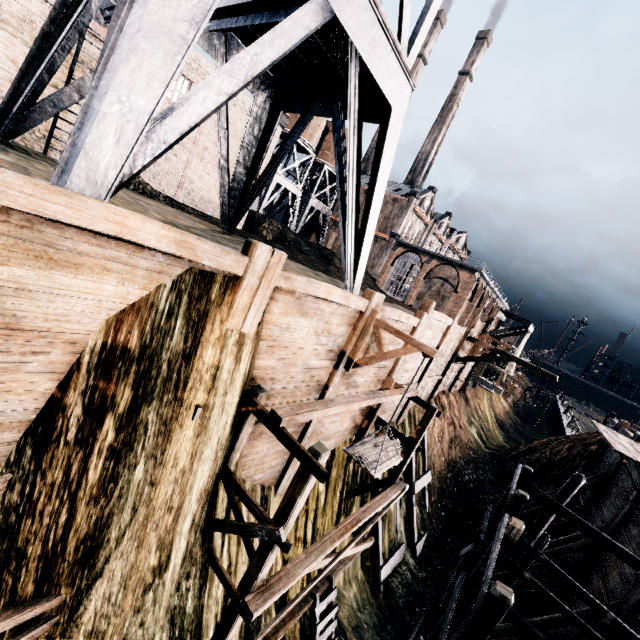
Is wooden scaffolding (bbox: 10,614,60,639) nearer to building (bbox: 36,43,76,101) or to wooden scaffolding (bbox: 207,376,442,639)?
wooden scaffolding (bbox: 207,376,442,639)

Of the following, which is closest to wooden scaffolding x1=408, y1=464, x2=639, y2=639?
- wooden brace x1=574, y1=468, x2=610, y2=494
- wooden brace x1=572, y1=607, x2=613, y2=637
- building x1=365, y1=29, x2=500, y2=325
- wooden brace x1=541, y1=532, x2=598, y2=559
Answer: wooden brace x1=572, y1=607, x2=613, y2=637

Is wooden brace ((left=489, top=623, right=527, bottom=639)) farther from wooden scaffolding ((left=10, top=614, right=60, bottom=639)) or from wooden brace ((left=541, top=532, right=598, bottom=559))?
wooden scaffolding ((left=10, top=614, right=60, bottom=639))

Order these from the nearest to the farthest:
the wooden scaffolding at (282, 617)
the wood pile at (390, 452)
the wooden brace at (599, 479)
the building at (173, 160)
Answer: the wooden scaffolding at (282, 617) < the wood pile at (390, 452) < the wooden brace at (599, 479) < the building at (173, 160)

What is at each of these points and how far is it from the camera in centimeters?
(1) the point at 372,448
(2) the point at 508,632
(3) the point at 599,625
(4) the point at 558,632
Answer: (1) wood pile, 982cm
(2) wooden brace, 1208cm
(3) wooden brace, 1045cm
(4) wooden brace, 1102cm

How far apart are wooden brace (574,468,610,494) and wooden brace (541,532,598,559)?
4.80m

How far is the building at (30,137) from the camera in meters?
14.2 m

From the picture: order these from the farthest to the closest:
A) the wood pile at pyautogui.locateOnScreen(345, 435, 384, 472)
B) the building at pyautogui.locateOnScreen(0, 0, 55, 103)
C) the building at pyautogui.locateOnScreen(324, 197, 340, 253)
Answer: the building at pyautogui.locateOnScreen(324, 197, 340, 253) < the building at pyautogui.locateOnScreen(0, 0, 55, 103) < the wood pile at pyautogui.locateOnScreen(345, 435, 384, 472)
